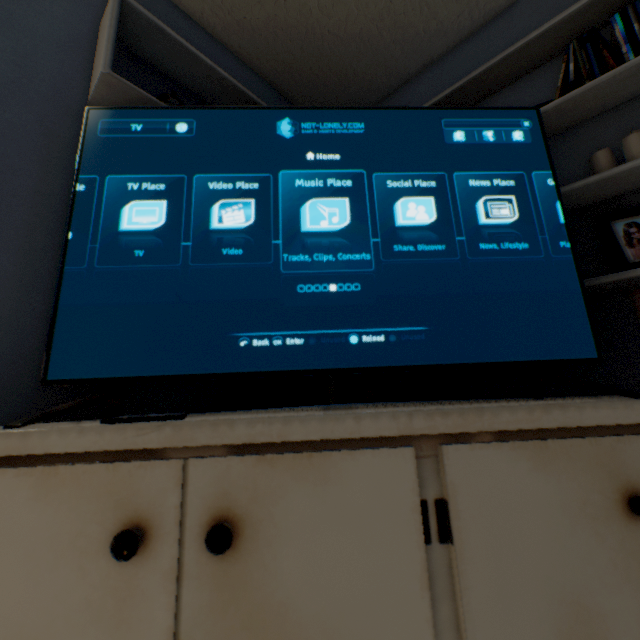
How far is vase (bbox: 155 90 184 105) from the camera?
1.03m

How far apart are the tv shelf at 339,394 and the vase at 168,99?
0.04m

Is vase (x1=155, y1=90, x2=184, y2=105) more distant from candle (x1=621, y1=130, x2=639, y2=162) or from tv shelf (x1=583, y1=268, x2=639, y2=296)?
candle (x1=621, y1=130, x2=639, y2=162)

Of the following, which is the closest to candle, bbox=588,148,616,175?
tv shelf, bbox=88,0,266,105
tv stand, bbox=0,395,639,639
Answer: tv shelf, bbox=88,0,266,105

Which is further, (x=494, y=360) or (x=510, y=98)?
(x=510, y=98)

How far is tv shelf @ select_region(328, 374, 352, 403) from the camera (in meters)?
1.47

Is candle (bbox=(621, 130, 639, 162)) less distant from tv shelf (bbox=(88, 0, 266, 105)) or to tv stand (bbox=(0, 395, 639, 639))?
tv shelf (bbox=(88, 0, 266, 105))

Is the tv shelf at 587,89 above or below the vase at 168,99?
below
